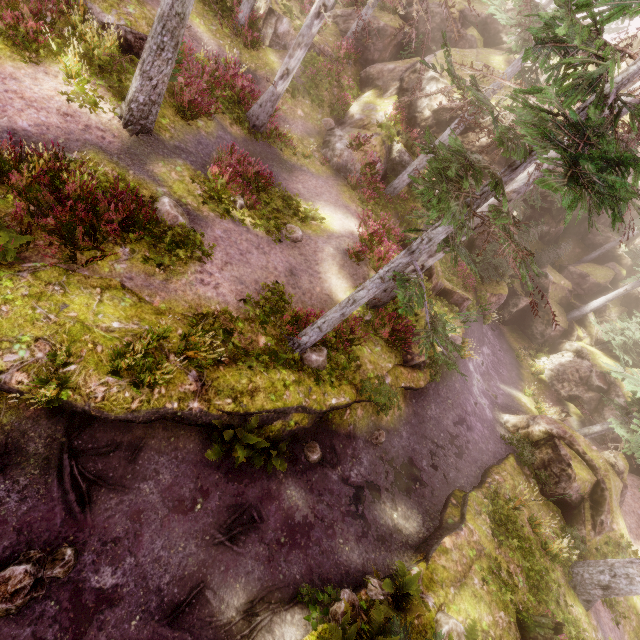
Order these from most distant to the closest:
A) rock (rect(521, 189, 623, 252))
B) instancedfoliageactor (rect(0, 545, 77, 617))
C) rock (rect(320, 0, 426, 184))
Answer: rock (rect(521, 189, 623, 252)) < rock (rect(320, 0, 426, 184)) < instancedfoliageactor (rect(0, 545, 77, 617))

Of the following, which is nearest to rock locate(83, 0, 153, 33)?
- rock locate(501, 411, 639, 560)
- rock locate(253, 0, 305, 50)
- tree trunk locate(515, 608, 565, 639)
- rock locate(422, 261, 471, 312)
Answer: rock locate(253, 0, 305, 50)

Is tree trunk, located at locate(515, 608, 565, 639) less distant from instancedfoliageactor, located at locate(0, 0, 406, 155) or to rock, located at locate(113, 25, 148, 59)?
instancedfoliageactor, located at locate(0, 0, 406, 155)

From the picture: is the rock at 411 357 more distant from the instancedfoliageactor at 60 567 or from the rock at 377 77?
the rock at 377 77

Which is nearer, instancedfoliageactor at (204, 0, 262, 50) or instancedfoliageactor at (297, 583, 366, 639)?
instancedfoliageactor at (297, 583, 366, 639)

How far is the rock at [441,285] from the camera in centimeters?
1540cm

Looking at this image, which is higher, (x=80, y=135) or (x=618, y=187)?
(x=618, y=187)

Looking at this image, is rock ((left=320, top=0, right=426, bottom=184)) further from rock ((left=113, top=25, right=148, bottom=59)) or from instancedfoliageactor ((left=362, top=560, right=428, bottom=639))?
rock ((left=113, top=25, right=148, bottom=59))
